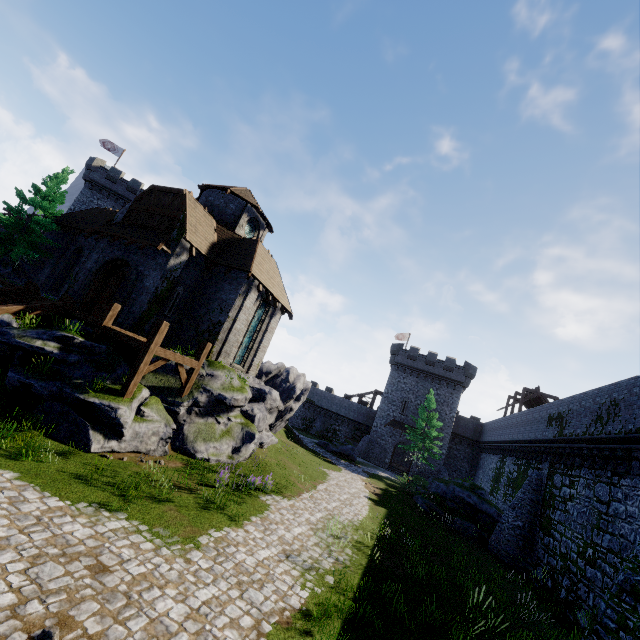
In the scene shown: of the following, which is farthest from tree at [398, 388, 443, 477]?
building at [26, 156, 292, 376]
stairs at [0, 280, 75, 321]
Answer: stairs at [0, 280, 75, 321]

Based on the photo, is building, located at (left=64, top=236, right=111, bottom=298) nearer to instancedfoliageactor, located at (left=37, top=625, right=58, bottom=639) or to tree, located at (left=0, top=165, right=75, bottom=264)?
tree, located at (left=0, top=165, right=75, bottom=264)

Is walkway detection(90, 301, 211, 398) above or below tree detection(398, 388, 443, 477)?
below

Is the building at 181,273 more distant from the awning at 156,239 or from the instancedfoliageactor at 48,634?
the instancedfoliageactor at 48,634

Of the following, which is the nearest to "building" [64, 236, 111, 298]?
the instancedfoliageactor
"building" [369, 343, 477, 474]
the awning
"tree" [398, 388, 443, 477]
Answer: the awning

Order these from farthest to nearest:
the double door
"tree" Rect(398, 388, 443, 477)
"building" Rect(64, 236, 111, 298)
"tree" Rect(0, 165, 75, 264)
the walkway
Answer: "tree" Rect(398, 388, 443, 477) → "tree" Rect(0, 165, 75, 264) → "building" Rect(64, 236, 111, 298) → the double door → the walkway

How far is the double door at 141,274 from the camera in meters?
17.6 m

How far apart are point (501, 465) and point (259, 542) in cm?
2969
